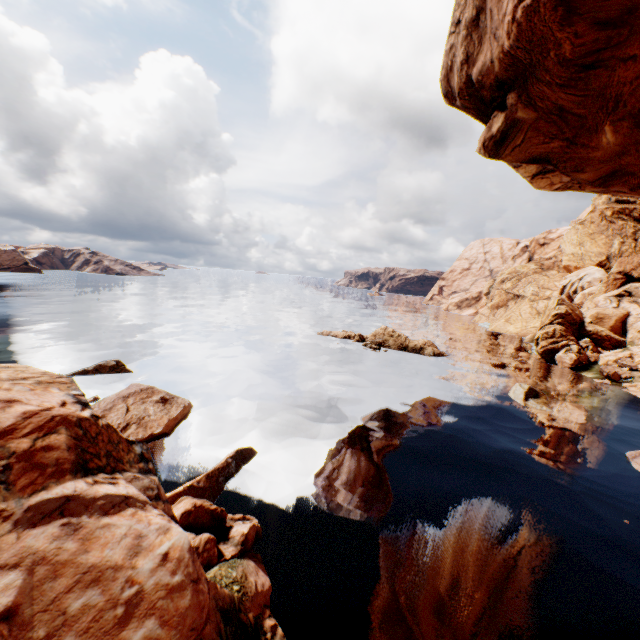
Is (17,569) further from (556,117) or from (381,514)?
(556,117)

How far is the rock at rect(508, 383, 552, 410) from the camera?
25.0m

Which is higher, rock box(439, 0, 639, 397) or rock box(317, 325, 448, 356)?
rock box(439, 0, 639, 397)

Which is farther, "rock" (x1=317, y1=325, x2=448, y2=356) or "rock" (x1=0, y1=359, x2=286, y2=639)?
"rock" (x1=317, y1=325, x2=448, y2=356)

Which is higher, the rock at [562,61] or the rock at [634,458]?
the rock at [562,61]

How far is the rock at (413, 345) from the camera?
39.06m
